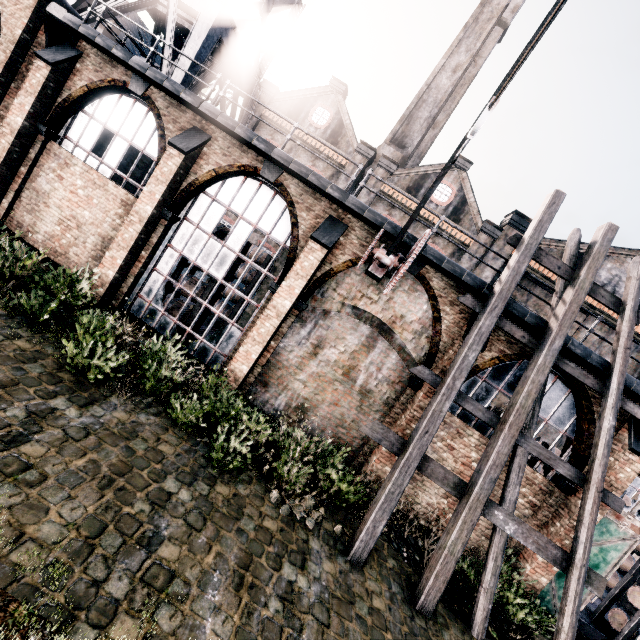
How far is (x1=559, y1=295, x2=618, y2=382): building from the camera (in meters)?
9.87

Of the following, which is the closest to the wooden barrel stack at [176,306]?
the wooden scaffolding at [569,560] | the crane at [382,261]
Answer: the crane at [382,261]

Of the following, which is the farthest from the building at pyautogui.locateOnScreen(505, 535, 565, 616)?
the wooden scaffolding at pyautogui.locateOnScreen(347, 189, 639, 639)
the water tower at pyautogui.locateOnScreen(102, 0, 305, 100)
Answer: the water tower at pyautogui.locateOnScreen(102, 0, 305, 100)

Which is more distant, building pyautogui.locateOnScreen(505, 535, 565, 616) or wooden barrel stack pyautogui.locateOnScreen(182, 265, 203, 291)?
wooden barrel stack pyautogui.locateOnScreen(182, 265, 203, 291)

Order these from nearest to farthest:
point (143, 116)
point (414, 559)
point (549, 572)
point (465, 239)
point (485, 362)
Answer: point (414, 559) → point (549, 572) → point (485, 362) → point (143, 116) → point (465, 239)

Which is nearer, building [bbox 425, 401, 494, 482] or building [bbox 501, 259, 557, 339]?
building [bbox 501, 259, 557, 339]

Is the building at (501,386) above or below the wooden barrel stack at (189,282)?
above

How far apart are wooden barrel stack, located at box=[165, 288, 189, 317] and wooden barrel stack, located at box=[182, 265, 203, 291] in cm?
74
